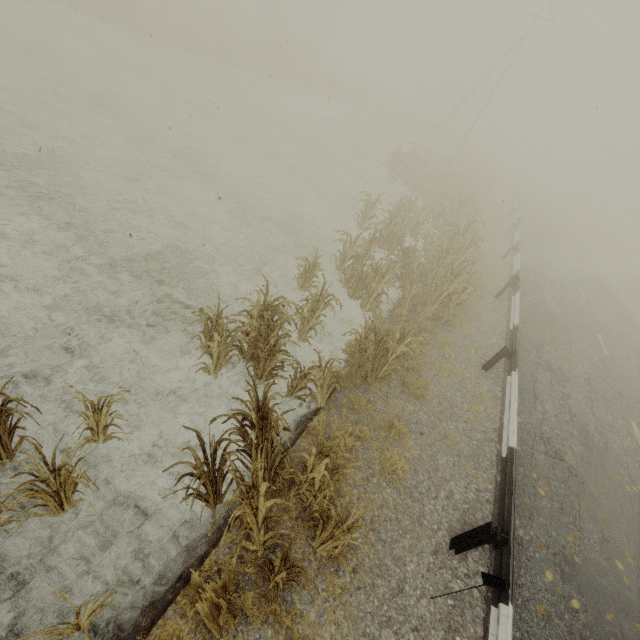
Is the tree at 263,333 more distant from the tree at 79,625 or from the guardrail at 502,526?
the tree at 79,625

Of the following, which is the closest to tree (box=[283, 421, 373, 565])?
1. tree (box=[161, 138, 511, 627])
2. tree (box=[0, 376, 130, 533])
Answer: tree (box=[0, 376, 130, 533])

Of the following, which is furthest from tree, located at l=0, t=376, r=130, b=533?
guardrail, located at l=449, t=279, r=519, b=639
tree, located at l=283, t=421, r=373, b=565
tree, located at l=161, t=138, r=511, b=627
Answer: tree, located at l=161, t=138, r=511, b=627

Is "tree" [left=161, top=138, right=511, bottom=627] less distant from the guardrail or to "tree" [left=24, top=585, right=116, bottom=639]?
the guardrail

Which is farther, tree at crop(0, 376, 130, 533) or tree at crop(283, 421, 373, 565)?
tree at crop(283, 421, 373, 565)

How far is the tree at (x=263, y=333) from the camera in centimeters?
378cm

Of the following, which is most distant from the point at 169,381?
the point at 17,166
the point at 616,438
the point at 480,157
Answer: the point at 480,157

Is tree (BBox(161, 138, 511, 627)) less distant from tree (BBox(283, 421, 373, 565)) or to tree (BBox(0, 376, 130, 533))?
tree (BBox(283, 421, 373, 565))
